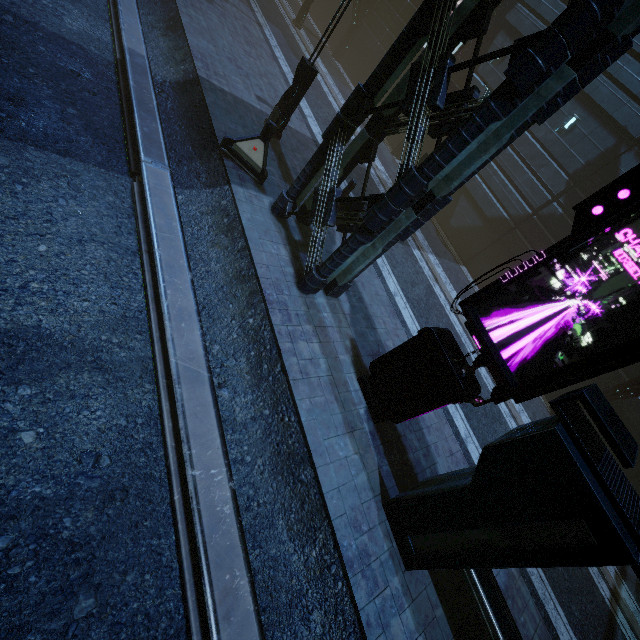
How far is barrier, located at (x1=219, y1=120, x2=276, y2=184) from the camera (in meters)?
8.97

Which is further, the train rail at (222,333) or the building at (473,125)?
the building at (473,125)

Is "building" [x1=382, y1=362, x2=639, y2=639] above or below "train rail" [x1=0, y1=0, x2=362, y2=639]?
above

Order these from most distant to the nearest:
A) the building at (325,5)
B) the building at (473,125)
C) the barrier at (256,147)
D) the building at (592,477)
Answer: the building at (325,5), the barrier at (256,147), the building at (473,125), the building at (592,477)

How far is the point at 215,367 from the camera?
6.5 meters

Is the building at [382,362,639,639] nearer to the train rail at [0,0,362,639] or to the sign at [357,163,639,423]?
the train rail at [0,0,362,639]

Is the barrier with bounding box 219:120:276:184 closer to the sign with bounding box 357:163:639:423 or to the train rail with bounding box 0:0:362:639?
the train rail with bounding box 0:0:362:639

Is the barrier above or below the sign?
below
